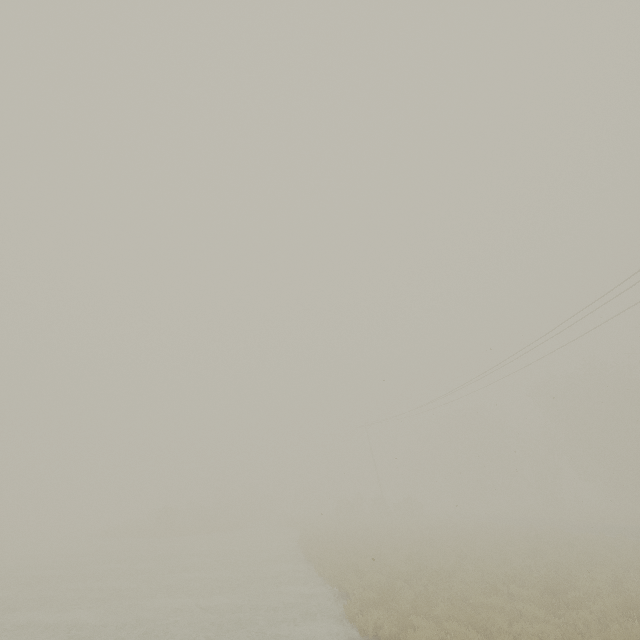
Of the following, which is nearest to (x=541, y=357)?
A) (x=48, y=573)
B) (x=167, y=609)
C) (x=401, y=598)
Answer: (x=401, y=598)
